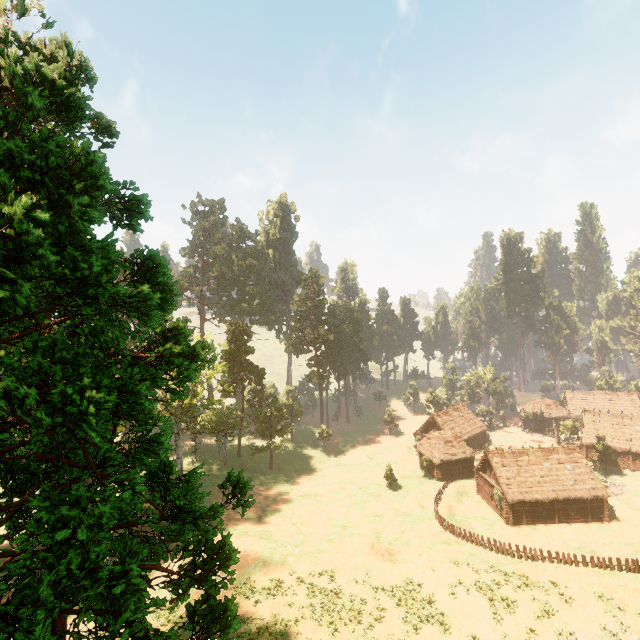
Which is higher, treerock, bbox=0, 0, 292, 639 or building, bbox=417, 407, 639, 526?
treerock, bbox=0, 0, 292, 639

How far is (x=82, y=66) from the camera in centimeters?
819cm

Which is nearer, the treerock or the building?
the treerock

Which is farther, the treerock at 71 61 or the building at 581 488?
the building at 581 488

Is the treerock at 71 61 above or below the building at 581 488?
above
